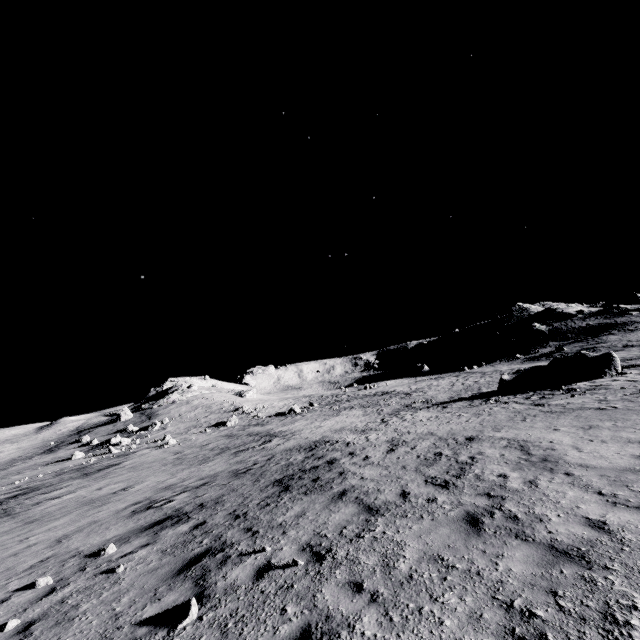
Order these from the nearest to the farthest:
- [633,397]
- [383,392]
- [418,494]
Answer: [418,494] → [633,397] → [383,392]
